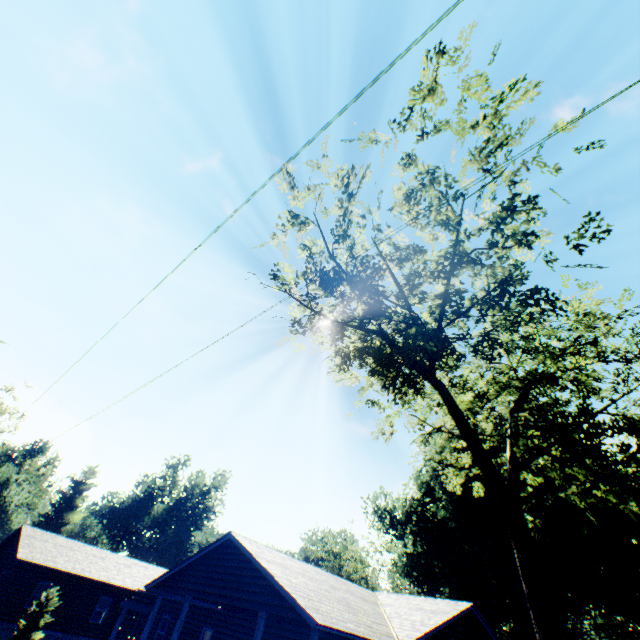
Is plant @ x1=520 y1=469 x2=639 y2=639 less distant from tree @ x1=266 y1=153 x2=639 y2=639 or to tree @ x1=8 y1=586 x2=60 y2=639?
tree @ x1=266 y1=153 x2=639 y2=639

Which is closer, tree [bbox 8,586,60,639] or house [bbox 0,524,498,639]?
house [bbox 0,524,498,639]

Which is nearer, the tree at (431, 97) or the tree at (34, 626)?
the tree at (431, 97)

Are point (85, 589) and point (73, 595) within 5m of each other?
yes

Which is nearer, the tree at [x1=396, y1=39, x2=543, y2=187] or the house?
the tree at [x1=396, y1=39, x2=543, y2=187]

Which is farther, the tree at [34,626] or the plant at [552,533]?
the plant at [552,533]

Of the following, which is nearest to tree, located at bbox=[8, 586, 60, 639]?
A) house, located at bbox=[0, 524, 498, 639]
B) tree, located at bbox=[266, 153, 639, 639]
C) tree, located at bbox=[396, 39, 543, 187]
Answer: house, located at bbox=[0, 524, 498, 639]
